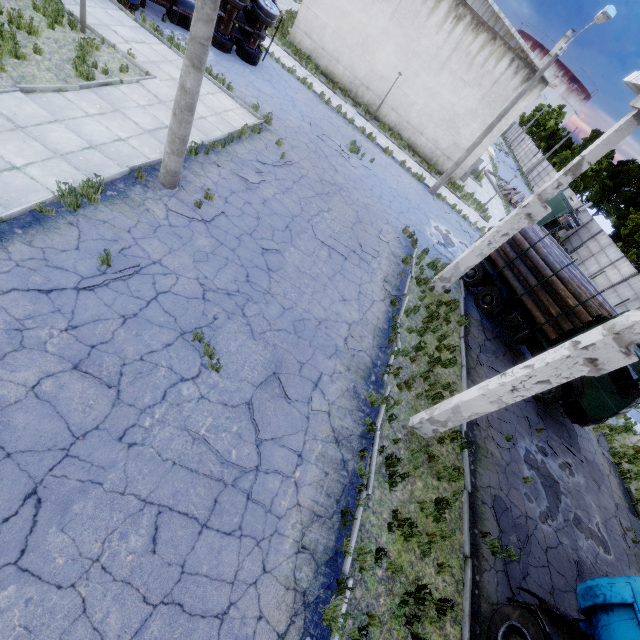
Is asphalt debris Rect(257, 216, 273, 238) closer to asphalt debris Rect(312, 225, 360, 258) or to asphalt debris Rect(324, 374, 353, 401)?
asphalt debris Rect(312, 225, 360, 258)

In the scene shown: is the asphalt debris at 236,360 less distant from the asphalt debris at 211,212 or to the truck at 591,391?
the asphalt debris at 211,212

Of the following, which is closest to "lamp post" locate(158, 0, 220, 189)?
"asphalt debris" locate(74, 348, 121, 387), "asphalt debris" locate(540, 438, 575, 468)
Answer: "asphalt debris" locate(74, 348, 121, 387)

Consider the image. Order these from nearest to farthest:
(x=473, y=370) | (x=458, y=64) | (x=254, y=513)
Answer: (x=254, y=513)
(x=473, y=370)
(x=458, y=64)

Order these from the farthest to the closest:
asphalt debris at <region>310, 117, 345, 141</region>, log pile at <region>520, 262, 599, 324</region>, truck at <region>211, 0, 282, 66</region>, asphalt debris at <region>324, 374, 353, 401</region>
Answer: asphalt debris at <region>310, 117, 345, 141</region>
truck at <region>211, 0, 282, 66</region>
log pile at <region>520, 262, 599, 324</region>
asphalt debris at <region>324, 374, 353, 401</region>

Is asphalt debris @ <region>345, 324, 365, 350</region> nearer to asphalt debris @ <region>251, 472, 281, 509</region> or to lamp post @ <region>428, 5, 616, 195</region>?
asphalt debris @ <region>251, 472, 281, 509</region>

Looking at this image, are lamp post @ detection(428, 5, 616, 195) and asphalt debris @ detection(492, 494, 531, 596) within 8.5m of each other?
no

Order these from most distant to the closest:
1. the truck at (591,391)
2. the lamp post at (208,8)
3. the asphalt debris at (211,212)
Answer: the truck at (591,391), the asphalt debris at (211,212), the lamp post at (208,8)
